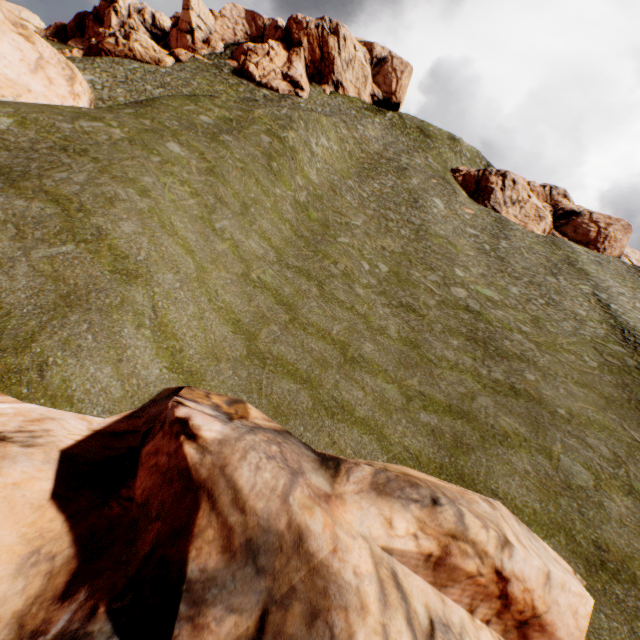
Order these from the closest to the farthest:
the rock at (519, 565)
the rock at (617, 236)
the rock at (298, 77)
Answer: the rock at (519, 565) < the rock at (617, 236) < the rock at (298, 77)

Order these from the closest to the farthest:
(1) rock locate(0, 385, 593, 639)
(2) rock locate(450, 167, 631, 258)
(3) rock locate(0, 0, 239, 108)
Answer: (1) rock locate(0, 385, 593, 639), (3) rock locate(0, 0, 239, 108), (2) rock locate(450, 167, 631, 258)

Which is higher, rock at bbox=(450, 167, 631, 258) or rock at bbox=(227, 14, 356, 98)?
rock at bbox=(227, 14, 356, 98)

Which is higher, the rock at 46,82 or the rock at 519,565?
the rock at 46,82

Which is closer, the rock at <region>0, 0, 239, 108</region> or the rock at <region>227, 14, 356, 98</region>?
the rock at <region>0, 0, 239, 108</region>

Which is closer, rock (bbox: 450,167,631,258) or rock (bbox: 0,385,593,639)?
rock (bbox: 0,385,593,639)

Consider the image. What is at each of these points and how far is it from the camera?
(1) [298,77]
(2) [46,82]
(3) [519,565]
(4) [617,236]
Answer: (1) rock, 52.9m
(2) rock, 20.0m
(3) rock, 6.8m
(4) rock, 41.8m

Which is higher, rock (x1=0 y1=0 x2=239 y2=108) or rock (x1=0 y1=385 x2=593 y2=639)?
rock (x1=0 y1=0 x2=239 y2=108)
